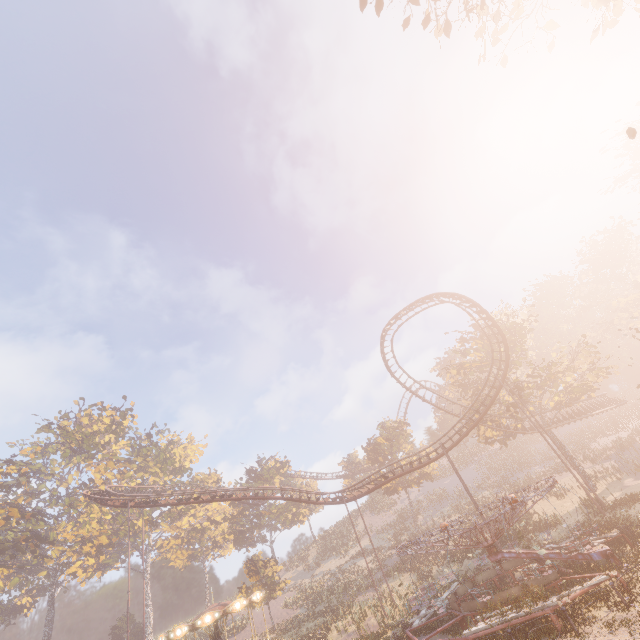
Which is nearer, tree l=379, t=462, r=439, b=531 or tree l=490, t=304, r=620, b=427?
tree l=490, t=304, r=620, b=427

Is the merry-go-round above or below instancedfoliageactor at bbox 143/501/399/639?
below

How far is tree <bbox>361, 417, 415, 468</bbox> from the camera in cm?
4859

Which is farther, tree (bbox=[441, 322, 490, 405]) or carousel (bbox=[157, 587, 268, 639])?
tree (bbox=[441, 322, 490, 405])

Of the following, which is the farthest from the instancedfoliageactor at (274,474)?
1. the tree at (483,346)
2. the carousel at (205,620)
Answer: the carousel at (205,620)

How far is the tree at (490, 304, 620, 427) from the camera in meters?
32.8 m

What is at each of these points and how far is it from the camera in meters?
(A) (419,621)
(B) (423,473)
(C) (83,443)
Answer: (A) merry-go-round, 17.2 m
(B) tree, 46.0 m
(C) instancedfoliageactor, 56.6 m

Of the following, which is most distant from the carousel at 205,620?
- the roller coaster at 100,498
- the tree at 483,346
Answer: the tree at 483,346
